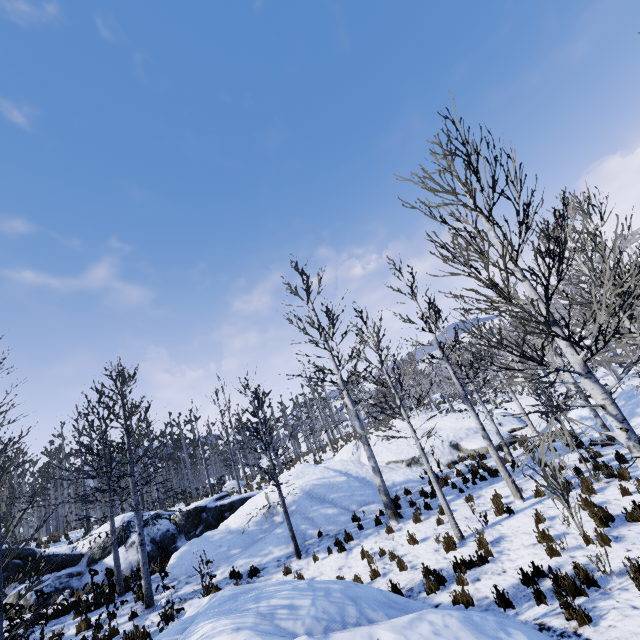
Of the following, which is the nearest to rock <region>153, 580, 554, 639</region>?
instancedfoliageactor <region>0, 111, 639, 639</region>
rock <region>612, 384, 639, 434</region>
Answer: instancedfoliageactor <region>0, 111, 639, 639</region>

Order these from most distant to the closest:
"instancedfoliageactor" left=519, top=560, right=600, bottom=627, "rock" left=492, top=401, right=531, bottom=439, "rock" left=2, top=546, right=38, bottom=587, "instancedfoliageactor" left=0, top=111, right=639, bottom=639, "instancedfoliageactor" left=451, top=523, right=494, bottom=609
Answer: "rock" left=492, top=401, right=531, bottom=439 < "rock" left=2, top=546, right=38, bottom=587 < "instancedfoliageactor" left=451, top=523, right=494, bottom=609 < "instancedfoliageactor" left=519, top=560, right=600, bottom=627 < "instancedfoliageactor" left=0, top=111, right=639, bottom=639

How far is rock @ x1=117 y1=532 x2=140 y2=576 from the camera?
15.6 meters

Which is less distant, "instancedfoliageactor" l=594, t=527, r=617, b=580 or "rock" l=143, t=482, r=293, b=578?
"instancedfoliageactor" l=594, t=527, r=617, b=580

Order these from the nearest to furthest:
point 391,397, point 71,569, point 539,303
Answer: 1. point 539,303
2. point 391,397
3. point 71,569

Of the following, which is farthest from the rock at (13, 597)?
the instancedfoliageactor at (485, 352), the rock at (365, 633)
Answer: the rock at (365, 633)
